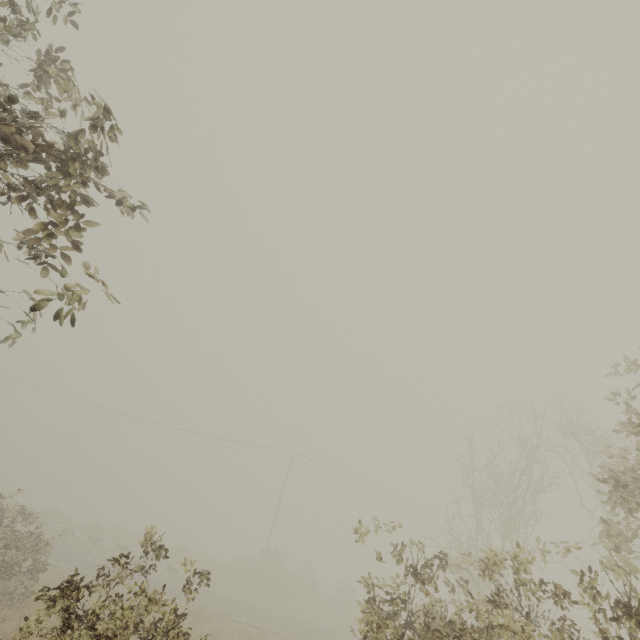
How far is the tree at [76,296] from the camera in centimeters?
221cm

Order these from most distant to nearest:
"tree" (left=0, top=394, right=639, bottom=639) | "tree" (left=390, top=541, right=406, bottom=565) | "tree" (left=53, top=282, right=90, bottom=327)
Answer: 1. "tree" (left=390, top=541, right=406, bottom=565)
2. "tree" (left=0, top=394, right=639, bottom=639)
3. "tree" (left=53, top=282, right=90, bottom=327)

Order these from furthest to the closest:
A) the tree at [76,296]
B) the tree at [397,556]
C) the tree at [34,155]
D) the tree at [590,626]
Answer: the tree at [397,556]
the tree at [590,626]
the tree at [34,155]
the tree at [76,296]

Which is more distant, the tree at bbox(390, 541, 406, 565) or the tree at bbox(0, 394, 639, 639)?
the tree at bbox(390, 541, 406, 565)

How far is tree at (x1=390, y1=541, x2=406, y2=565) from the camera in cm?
443

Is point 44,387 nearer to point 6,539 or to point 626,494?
point 6,539
